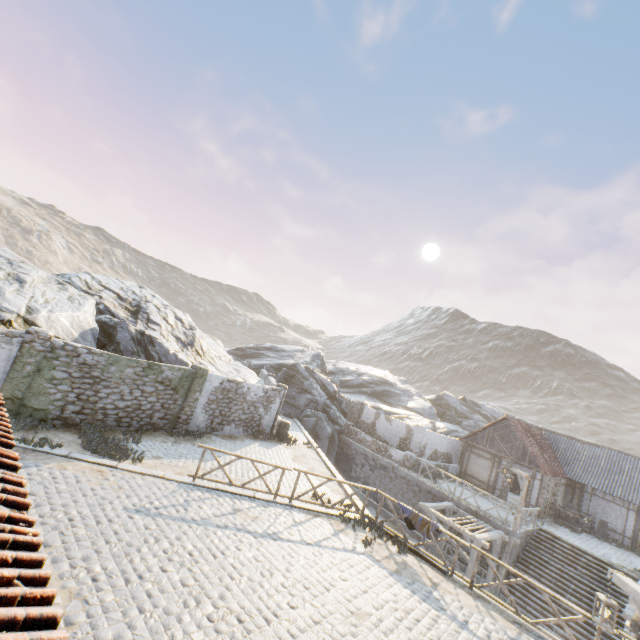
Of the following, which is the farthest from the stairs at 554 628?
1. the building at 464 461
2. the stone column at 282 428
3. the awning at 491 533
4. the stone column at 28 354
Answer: the stone column at 28 354

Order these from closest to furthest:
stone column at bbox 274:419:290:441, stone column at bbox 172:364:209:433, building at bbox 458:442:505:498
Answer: stone column at bbox 172:364:209:433 < stone column at bbox 274:419:290:441 < building at bbox 458:442:505:498

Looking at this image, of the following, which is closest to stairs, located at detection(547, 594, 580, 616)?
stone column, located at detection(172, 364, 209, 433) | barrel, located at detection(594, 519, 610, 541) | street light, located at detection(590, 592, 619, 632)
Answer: barrel, located at detection(594, 519, 610, 541)

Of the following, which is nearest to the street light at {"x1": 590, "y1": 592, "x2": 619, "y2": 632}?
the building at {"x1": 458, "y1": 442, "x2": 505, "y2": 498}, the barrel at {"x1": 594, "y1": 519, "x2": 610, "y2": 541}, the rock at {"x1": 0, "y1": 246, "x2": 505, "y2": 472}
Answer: the rock at {"x1": 0, "y1": 246, "x2": 505, "y2": 472}

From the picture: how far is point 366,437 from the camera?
26.1m

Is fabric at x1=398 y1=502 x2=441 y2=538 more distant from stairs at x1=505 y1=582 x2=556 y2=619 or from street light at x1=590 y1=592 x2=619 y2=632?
stairs at x1=505 y1=582 x2=556 y2=619

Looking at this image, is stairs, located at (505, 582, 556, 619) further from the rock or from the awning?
the rock

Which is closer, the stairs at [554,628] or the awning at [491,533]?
the stairs at [554,628]
